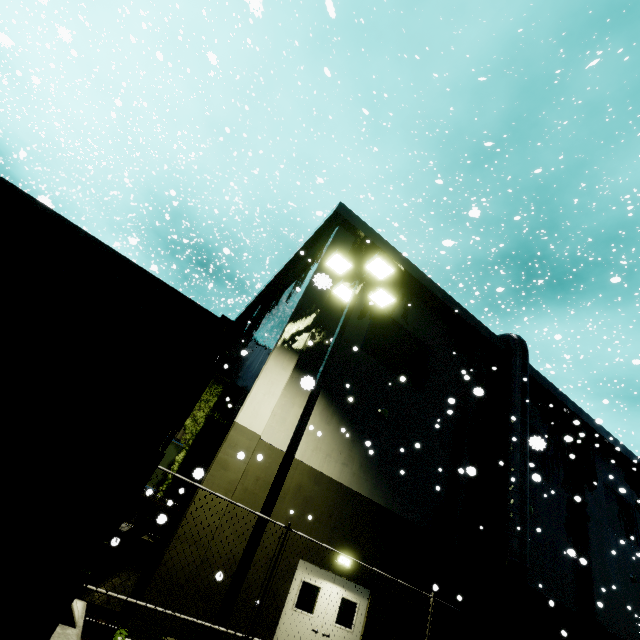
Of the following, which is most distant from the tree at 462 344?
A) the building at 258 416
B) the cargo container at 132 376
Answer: the cargo container at 132 376

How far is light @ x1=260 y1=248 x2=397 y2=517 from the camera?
6.66m

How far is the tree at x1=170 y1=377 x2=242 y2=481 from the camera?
10.52m

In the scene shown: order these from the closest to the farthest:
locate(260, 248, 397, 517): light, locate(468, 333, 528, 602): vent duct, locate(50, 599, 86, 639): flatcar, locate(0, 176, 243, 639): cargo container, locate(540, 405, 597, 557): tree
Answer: locate(0, 176, 243, 639): cargo container
locate(50, 599, 86, 639): flatcar
locate(260, 248, 397, 517): light
locate(468, 333, 528, 602): vent duct
locate(540, 405, 597, 557): tree

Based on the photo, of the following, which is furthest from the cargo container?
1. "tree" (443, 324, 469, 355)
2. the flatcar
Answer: "tree" (443, 324, 469, 355)

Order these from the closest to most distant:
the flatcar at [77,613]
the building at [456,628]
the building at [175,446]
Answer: the flatcar at [77,613], the building at [175,446], the building at [456,628]

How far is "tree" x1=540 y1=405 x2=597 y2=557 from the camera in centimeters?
1719cm

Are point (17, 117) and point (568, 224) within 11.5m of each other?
no
